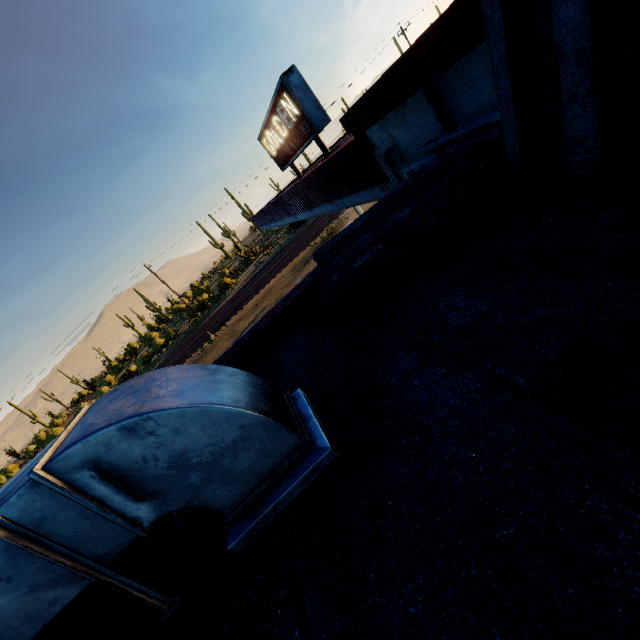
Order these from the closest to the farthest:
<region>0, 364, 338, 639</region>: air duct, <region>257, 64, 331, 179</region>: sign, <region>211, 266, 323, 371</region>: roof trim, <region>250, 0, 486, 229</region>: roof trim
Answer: <region>0, 364, 338, 639</region>: air duct
<region>250, 0, 486, 229</region>: roof trim
<region>211, 266, 323, 371</region>: roof trim
<region>257, 64, 331, 179</region>: sign

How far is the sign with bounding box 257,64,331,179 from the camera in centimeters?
817cm

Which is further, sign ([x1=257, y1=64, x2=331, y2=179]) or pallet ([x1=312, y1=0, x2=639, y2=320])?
sign ([x1=257, y1=64, x2=331, y2=179])

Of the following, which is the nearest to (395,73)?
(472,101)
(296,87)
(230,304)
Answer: (472,101)

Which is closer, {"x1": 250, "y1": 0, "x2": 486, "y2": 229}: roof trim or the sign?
{"x1": 250, "y1": 0, "x2": 486, "y2": 229}: roof trim

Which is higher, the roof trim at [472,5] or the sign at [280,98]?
the sign at [280,98]

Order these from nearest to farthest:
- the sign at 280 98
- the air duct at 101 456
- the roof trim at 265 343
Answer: the air duct at 101 456 → the roof trim at 265 343 → the sign at 280 98

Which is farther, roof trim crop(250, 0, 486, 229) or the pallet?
roof trim crop(250, 0, 486, 229)
